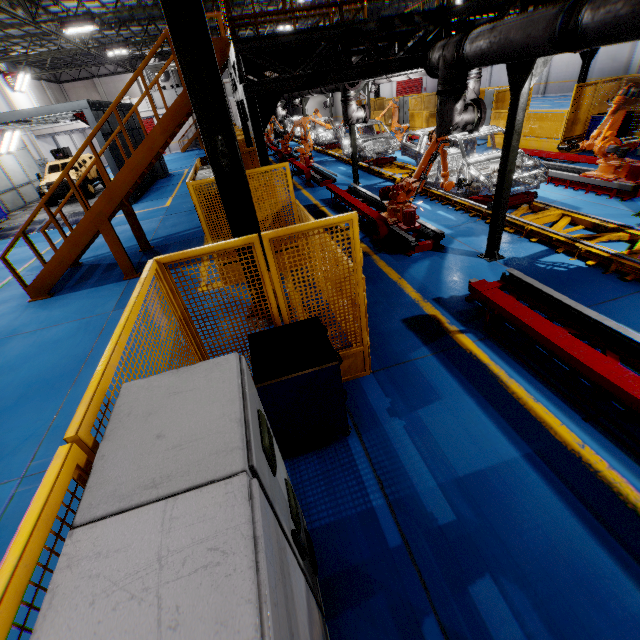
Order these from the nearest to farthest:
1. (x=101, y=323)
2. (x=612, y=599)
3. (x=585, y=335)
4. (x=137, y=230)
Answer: (x=612, y=599) → (x=585, y=335) → (x=101, y=323) → (x=137, y=230)

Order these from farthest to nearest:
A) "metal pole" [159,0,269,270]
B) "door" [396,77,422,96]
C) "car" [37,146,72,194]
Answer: "door" [396,77,422,96], "car" [37,146,72,194], "metal pole" [159,0,269,270]

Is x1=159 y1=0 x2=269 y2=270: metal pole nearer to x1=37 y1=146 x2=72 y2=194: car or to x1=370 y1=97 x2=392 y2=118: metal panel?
x1=370 y1=97 x2=392 y2=118: metal panel

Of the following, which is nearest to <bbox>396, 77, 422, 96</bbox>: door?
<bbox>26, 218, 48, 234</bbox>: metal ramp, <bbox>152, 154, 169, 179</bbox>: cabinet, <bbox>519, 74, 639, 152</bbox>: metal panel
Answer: <bbox>519, 74, 639, 152</bbox>: metal panel

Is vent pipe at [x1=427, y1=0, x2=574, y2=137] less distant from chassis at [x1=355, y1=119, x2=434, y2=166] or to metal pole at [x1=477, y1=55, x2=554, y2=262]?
metal pole at [x1=477, y1=55, x2=554, y2=262]

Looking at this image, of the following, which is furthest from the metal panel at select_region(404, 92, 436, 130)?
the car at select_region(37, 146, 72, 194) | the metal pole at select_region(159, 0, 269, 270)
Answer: the car at select_region(37, 146, 72, 194)

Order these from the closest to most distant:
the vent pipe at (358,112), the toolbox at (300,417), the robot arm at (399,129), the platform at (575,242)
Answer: the toolbox at (300,417) < the platform at (575,242) < the vent pipe at (358,112) < the robot arm at (399,129)

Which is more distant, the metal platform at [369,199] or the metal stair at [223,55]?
the metal platform at [369,199]
